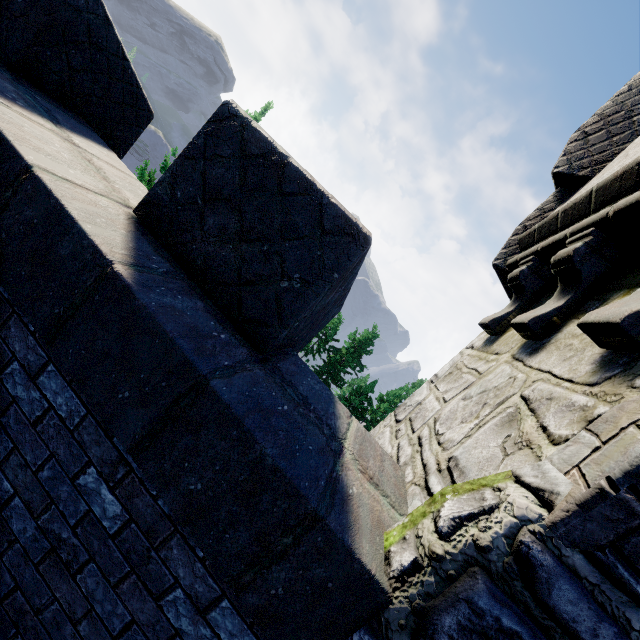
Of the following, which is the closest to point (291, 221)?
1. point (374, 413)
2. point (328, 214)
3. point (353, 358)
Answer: point (328, 214)
